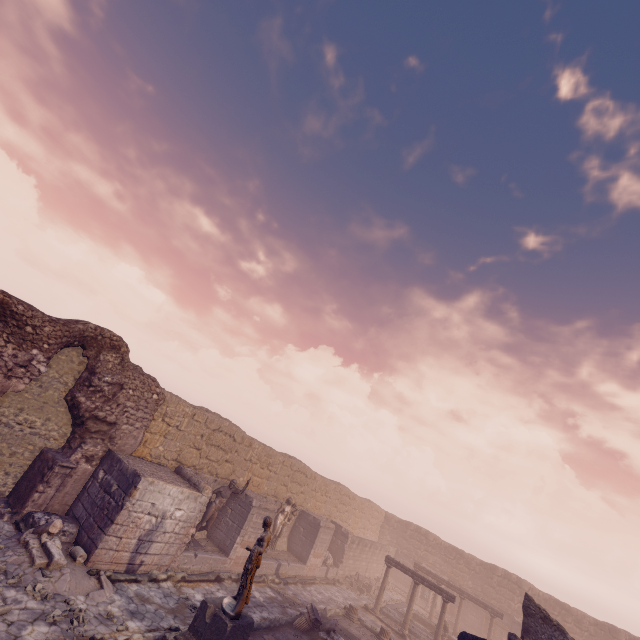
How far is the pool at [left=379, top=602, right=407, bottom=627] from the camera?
18.2m

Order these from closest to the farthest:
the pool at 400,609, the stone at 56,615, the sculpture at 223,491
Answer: the stone at 56,615 < the sculpture at 223,491 < the pool at 400,609

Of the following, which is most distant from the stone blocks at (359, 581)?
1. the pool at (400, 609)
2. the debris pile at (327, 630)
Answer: the debris pile at (327, 630)

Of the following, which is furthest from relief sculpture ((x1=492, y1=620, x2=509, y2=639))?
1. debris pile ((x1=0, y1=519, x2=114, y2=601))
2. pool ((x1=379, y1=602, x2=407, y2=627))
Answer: debris pile ((x1=0, y1=519, x2=114, y2=601))

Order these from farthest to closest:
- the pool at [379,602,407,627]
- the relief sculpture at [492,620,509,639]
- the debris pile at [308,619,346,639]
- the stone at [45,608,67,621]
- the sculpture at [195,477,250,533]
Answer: the relief sculpture at [492,620,509,639]
the pool at [379,602,407,627]
the sculpture at [195,477,250,533]
the debris pile at [308,619,346,639]
the stone at [45,608,67,621]

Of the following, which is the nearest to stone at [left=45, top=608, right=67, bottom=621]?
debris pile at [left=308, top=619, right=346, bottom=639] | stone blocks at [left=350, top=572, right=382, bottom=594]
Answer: debris pile at [left=308, top=619, right=346, bottom=639]

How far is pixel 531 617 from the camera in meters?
11.4 m

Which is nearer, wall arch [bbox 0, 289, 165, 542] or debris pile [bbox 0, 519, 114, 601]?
debris pile [bbox 0, 519, 114, 601]
